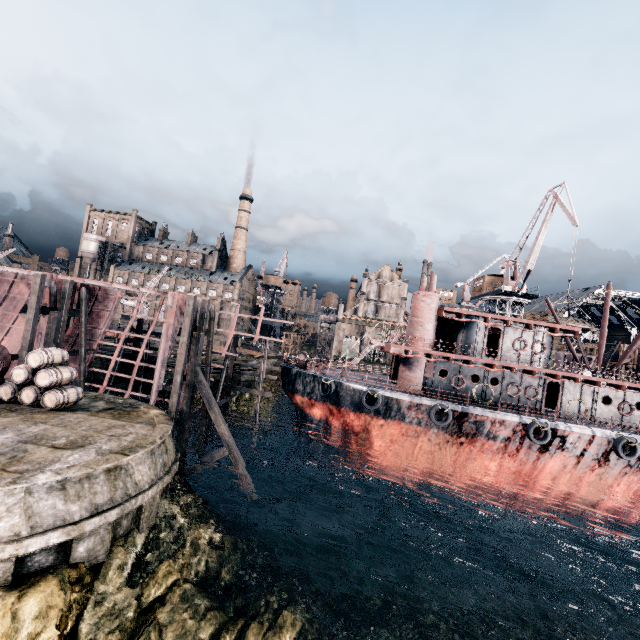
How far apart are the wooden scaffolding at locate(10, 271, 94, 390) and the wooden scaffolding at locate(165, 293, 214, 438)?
8.32m

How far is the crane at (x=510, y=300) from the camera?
37.32m

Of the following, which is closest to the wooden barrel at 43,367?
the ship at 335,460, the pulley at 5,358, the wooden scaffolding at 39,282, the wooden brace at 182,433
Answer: the pulley at 5,358

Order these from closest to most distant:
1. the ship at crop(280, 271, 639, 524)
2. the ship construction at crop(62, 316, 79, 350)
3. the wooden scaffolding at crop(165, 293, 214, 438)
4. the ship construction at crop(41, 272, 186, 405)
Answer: the wooden scaffolding at crop(165, 293, 214, 438) < the ship at crop(280, 271, 639, 524) < the ship construction at crop(41, 272, 186, 405) < the ship construction at crop(62, 316, 79, 350)

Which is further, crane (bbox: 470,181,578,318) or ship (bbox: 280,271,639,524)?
crane (bbox: 470,181,578,318)

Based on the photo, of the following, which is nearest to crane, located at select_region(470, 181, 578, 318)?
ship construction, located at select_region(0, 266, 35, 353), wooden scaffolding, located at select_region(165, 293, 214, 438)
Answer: ship construction, located at select_region(0, 266, 35, 353)

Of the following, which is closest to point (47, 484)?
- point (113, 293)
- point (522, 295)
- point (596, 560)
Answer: point (113, 293)

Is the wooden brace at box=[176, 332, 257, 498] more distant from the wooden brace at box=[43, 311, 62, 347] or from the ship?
the ship
